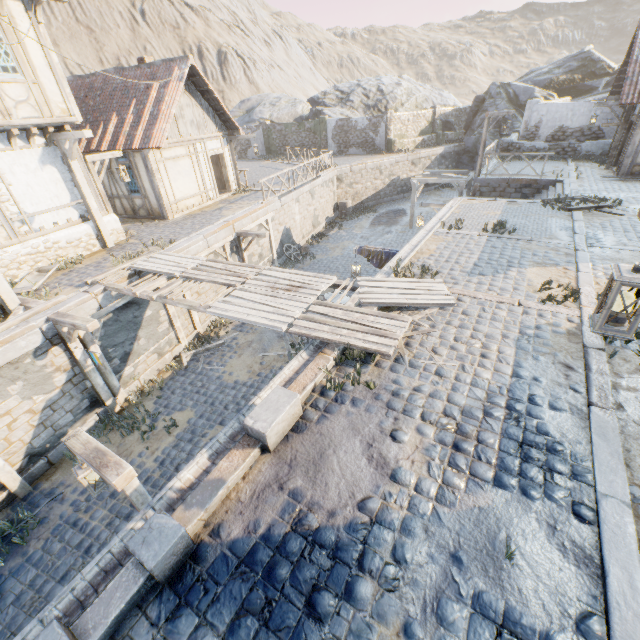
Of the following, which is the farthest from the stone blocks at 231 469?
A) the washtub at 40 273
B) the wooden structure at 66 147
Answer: the wooden structure at 66 147

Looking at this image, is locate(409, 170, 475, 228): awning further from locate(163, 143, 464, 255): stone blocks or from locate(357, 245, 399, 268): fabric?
locate(357, 245, 399, 268): fabric

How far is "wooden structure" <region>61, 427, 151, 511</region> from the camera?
4.04m

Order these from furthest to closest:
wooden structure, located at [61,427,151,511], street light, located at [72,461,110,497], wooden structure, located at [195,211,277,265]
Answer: wooden structure, located at [195,211,277,265], street light, located at [72,461,110,497], wooden structure, located at [61,427,151,511]

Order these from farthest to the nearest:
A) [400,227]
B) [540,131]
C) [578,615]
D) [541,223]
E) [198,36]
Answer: [198,36], [400,227], [540,131], [541,223], [578,615]

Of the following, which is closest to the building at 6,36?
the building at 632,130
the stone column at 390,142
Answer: the building at 632,130

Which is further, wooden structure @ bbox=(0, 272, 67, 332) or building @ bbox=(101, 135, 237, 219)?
building @ bbox=(101, 135, 237, 219)

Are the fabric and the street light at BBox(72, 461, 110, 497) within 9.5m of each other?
yes
